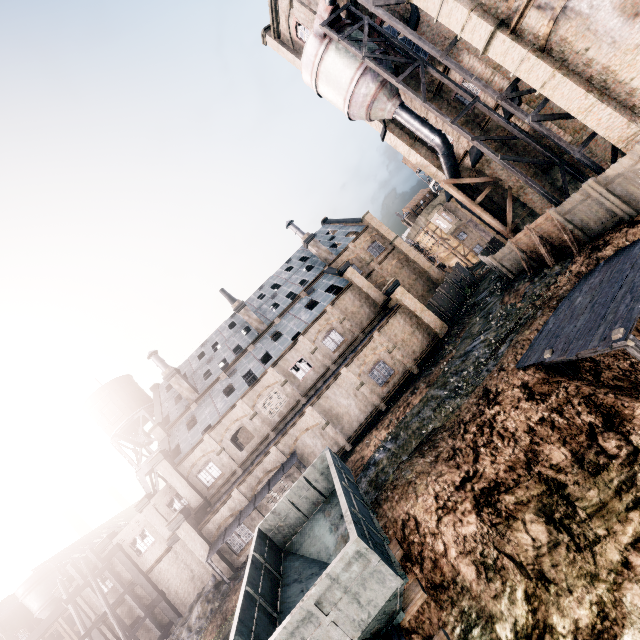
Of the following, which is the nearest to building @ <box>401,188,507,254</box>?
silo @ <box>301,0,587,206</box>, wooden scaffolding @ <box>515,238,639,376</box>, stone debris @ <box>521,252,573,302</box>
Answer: silo @ <box>301,0,587,206</box>

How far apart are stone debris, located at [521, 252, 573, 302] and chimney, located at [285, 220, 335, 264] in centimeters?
2438cm

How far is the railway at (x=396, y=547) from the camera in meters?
11.3

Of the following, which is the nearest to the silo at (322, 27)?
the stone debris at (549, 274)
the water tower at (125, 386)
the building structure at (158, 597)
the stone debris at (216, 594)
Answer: the stone debris at (549, 274)

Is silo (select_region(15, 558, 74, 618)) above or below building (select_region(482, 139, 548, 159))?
above

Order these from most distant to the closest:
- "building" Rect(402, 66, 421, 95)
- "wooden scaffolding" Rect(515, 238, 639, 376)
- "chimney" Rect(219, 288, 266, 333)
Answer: "chimney" Rect(219, 288, 266, 333), "building" Rect(402, 66, 421, 95), "wooden scaffolding" Rect(515, 238, 639, 376)

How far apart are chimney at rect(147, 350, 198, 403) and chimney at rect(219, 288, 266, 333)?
9.5 meters

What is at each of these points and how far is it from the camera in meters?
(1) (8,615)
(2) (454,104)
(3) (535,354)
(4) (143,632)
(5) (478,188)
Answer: (1) building, 41.9
(2) building, 24.9
(3) wooden scaffolding, 14.4
(4) building, 29.5
(5) building, 29.1
